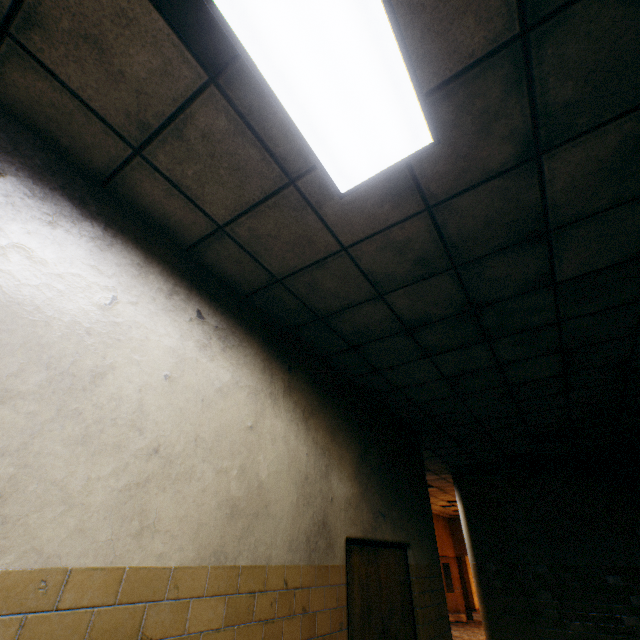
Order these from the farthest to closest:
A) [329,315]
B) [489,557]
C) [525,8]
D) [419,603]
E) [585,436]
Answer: [489,557] → [585,436] → [419,603] → [329,315] → [525,8]

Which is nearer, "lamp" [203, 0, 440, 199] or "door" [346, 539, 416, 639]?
"lamp" [203, 0, 440, 199]

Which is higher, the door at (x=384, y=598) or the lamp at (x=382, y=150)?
the lamp at (x=382, y=150)

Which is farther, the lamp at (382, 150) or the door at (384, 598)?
the door at (384, 598)

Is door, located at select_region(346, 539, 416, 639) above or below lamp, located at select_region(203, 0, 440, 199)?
below
